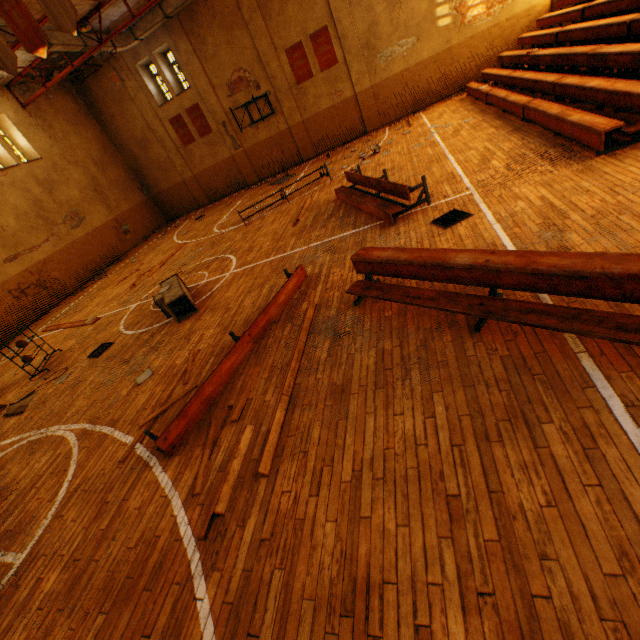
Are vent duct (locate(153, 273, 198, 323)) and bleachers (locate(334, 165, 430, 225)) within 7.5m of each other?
yes

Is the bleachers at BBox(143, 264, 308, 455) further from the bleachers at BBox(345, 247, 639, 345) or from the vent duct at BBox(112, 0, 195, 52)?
the vent duct at BBox(112, 0, 195, 52)

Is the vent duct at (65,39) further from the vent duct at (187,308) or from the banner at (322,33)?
the vent duct at (187,308)

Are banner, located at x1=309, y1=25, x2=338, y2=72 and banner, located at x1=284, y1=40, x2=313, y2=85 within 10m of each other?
yes

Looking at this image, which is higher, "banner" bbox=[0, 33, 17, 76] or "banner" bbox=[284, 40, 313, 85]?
"banner" bbox=[0, 33, 17, 76]

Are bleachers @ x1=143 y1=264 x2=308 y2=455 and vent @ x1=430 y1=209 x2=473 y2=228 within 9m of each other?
yes

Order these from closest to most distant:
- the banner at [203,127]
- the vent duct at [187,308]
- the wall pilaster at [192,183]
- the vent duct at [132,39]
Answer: the vent duct at [187,308] < the vent duct at [132,39] < the wall pilaster at [192,183] < the banner at [203,127]

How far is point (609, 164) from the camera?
5.26m
